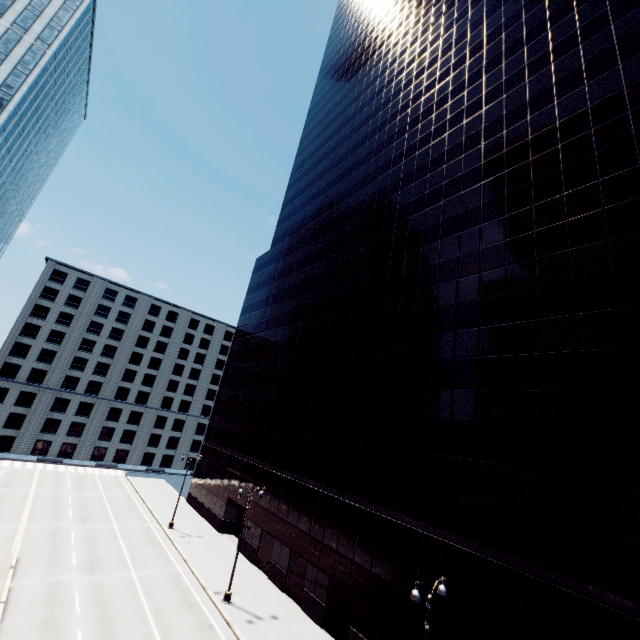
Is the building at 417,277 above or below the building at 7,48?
below

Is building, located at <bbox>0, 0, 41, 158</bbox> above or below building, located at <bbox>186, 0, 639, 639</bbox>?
above

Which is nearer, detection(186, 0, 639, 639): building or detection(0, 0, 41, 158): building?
detection(186, 0, 639, 639): building

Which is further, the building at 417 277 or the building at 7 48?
the building at 7 48

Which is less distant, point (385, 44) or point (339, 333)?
point (339, 333)
